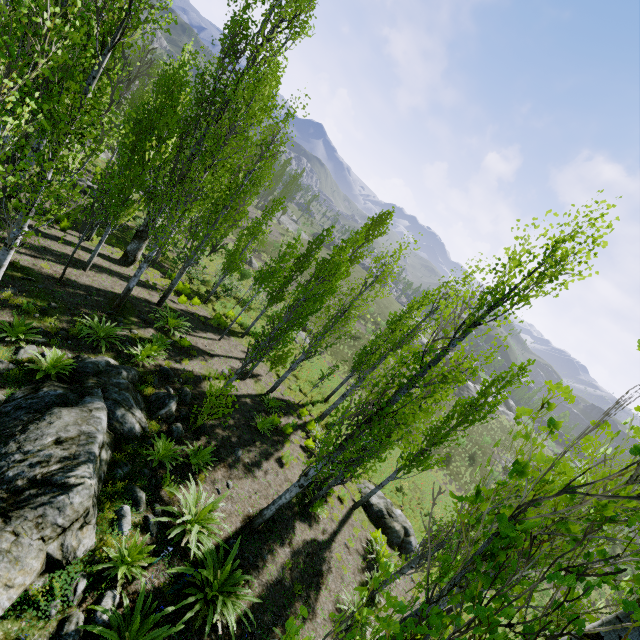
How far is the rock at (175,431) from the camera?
9.02m

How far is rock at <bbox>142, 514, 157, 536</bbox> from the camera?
6.6 meters

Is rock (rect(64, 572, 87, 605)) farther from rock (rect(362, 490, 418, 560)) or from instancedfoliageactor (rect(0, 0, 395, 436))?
rock (rect(362, 490, 418, 560))

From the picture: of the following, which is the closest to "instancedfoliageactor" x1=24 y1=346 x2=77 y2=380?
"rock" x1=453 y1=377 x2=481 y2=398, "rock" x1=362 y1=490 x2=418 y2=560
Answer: "rock" x1=362 y1=490 x2=418 y2=560

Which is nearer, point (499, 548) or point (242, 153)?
point (499, 548)

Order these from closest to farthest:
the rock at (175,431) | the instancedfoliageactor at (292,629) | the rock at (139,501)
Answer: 1. the instancedfoliageactor at (292,629)
2. the rock at (139,501)
3. the rock at (175,431)

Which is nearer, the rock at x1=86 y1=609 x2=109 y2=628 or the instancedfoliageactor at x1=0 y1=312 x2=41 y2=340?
the rock at x1=86 y1=609 x2=109 y2=628

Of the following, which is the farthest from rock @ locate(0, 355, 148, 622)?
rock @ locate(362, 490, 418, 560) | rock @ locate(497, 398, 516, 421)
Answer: rock @ locate(362, 490, 418, 560)
